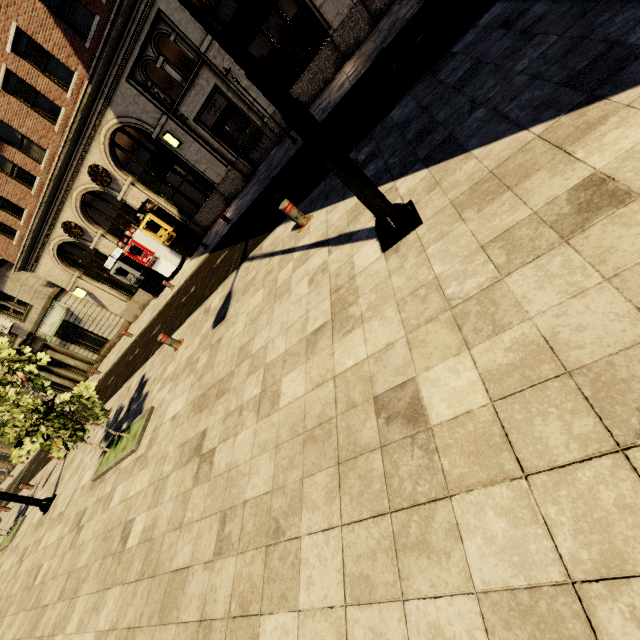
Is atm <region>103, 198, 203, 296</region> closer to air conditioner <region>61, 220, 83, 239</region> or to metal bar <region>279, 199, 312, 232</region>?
air conditioner <region>61, 220, 83, 239</region>

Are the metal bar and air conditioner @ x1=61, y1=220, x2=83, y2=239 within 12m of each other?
no

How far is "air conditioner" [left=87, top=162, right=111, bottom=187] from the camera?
15.12m

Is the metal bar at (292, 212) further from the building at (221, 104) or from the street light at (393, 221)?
the building at (221, 104)

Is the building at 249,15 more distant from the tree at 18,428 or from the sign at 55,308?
the tree at 18,428

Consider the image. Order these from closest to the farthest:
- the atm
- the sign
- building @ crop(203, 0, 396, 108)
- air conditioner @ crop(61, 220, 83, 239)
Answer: building @ crop(203, 0, 396, 108), the atm, air conditioner @ crop(61, 220, 83, 239), the sign

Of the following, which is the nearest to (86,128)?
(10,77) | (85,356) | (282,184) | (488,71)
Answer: (10,77)

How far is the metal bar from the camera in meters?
5.9
